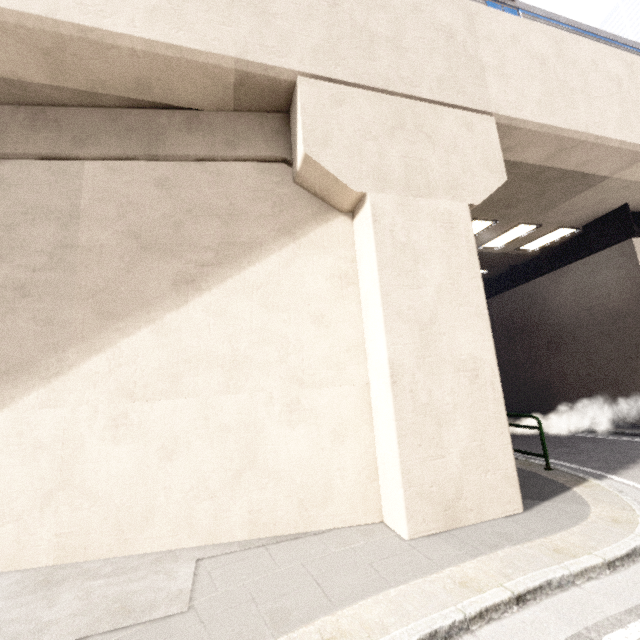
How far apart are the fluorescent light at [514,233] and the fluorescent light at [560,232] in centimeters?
92cm

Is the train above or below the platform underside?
above

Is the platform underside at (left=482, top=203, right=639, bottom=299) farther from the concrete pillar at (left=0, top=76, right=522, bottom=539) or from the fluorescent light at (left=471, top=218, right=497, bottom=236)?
the concrete pillar at (left=0, top=76, right=522, bottom=539)

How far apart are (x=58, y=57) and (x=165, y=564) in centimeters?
717cm

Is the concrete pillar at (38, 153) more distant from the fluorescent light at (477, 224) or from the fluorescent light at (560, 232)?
the fluorescent light at (560, 232)

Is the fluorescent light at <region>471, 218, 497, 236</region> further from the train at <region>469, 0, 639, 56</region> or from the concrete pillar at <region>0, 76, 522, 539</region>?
the concrete pillar at <region>0, 76, 522, 539</region>

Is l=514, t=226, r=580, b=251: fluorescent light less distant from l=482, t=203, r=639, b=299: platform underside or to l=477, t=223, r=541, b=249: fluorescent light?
l=482, t=203, r=639, b=299: platform underside

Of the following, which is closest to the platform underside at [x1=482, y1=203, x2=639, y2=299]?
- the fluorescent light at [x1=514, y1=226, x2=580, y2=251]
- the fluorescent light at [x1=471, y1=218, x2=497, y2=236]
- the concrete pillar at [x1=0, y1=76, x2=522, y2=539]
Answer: the fluorescent light at [x1=514, y1=226, x2=580, y2=251]
